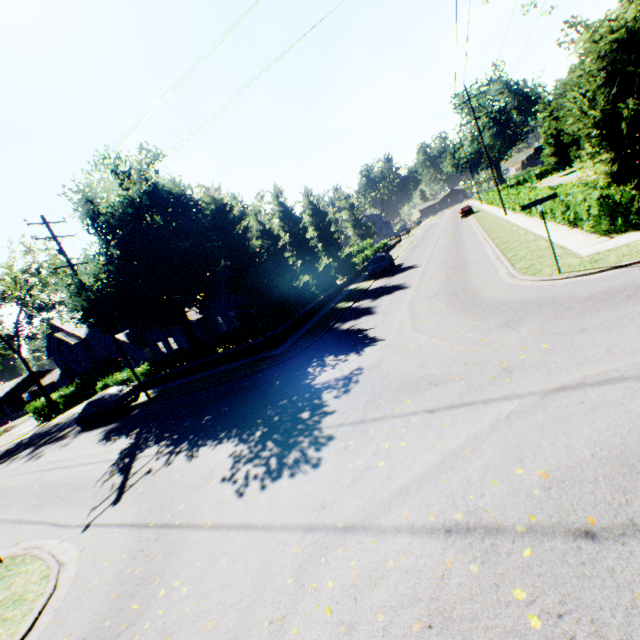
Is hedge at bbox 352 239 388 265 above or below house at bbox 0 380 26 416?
below

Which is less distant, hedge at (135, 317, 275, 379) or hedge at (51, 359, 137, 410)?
hedge at (135, 317, 275, 379)

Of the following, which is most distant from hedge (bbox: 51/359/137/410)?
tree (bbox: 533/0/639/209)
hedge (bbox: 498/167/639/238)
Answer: hedge (bbox: 498/167/639/238)

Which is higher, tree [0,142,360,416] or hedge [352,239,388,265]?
tree [0,142,360,416]

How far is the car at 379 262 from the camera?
27.95m

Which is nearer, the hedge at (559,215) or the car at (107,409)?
the hedge at (559,215)

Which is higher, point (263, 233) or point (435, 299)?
point (263, 233)

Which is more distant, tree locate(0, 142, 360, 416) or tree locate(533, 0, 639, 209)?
tree locate(0, 142, 360, 416)
